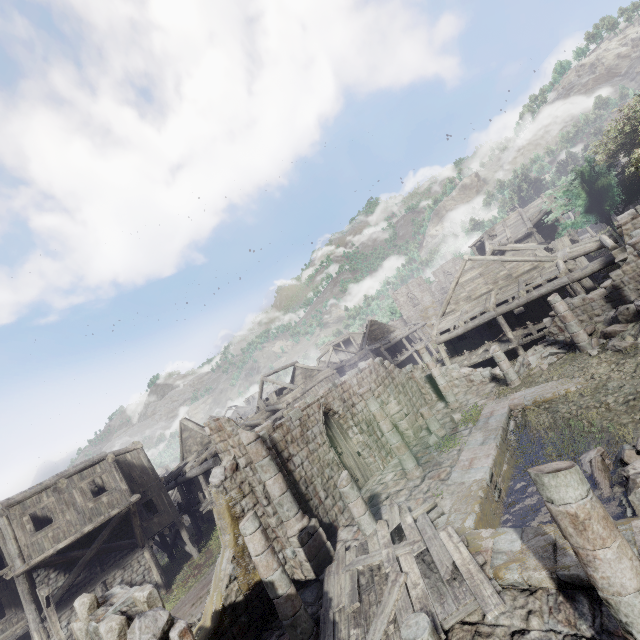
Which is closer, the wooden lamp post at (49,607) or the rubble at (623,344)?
the rubble at (623,344)

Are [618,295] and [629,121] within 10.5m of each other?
no

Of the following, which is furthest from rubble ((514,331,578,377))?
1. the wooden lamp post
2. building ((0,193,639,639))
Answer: the wooden lamp post

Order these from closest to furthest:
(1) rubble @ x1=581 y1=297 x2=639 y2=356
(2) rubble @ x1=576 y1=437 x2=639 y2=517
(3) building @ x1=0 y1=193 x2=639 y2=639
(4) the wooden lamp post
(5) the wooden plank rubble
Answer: (3) building @ x1=0 y1=193 x2=639 y2=639 < (5) the wooden plank rubble < (2) rubble @ x1=576 y1=437 x2=639 y2=517 < (1) rubble @ x1=581 y1=297 x2=639 y2=356 < (4) the wooden lamp post

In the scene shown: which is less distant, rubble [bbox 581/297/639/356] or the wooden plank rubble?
the wooden plank rubble

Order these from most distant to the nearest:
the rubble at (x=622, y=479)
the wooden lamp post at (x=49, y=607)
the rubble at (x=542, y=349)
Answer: the rubble at (x=542, y=349)
the wooden lamp post at (x=49, y=607)
the rubble at (x=622, y=479)

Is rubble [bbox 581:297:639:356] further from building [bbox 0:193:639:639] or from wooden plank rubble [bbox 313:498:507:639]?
wooden plank rubble [bbox 313:498:507:639]

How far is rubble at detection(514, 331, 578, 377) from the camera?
15.6m
